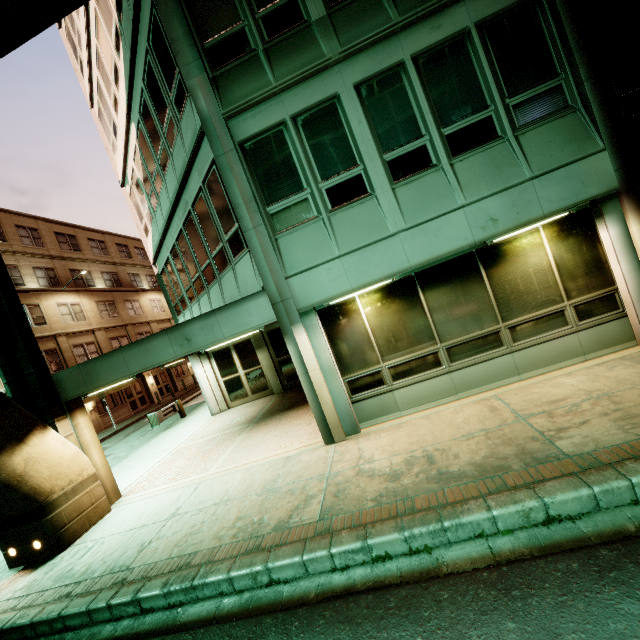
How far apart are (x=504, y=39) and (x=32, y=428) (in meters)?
12.64
